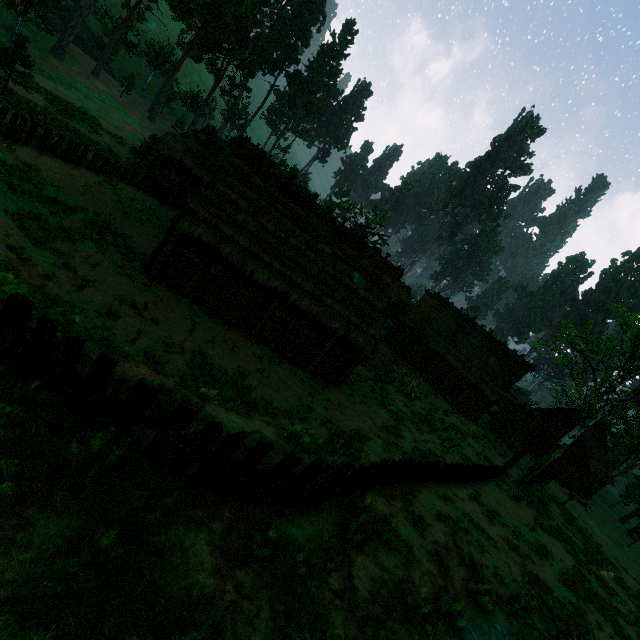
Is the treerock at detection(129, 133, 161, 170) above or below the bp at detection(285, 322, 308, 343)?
above

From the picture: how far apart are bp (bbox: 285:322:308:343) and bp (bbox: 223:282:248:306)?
3.53m

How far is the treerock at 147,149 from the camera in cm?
2366

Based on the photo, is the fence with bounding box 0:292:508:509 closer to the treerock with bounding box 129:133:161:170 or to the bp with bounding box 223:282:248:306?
the treerock with bounding box 129:133:161:170

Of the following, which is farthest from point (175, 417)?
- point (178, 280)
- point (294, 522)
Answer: point (178, 280)

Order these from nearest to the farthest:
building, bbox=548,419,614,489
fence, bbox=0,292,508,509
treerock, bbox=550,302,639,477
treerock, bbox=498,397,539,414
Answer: fence, bbox=0,292,508,509, treerock, bbox=550,302,639,477, building, bbox=548,419,614,489, treerock, bbox=498,397,539,414

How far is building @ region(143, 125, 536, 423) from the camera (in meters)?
15.80

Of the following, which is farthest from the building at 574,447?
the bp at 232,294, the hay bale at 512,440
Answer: the hay bale at 512,440
